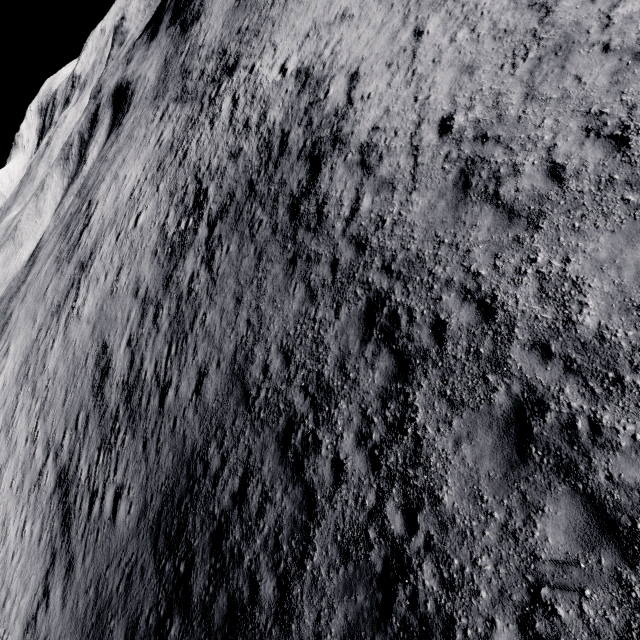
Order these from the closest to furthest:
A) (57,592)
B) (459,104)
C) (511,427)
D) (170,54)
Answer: (511,427) < (459,104) < (57,592) < (170,54)
